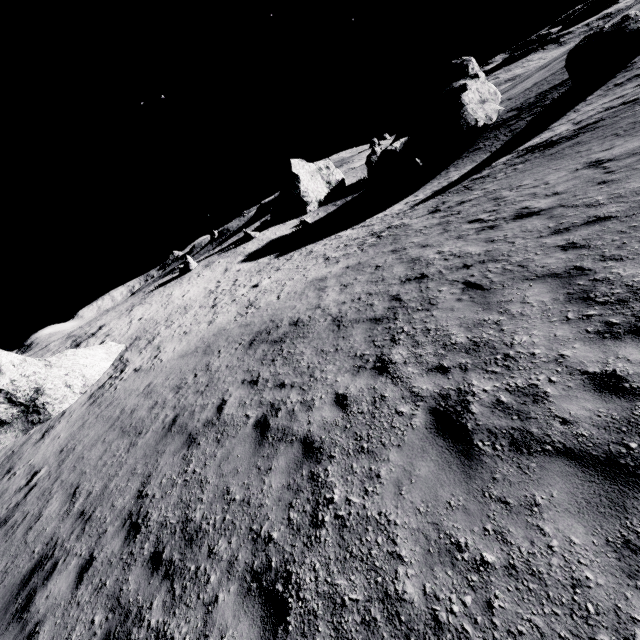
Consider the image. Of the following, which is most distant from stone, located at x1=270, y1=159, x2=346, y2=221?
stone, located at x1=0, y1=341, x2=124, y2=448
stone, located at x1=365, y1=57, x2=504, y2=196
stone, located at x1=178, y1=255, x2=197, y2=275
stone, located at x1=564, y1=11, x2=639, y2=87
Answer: stone, located at x1=0, y1=341, x2=124, y2=448

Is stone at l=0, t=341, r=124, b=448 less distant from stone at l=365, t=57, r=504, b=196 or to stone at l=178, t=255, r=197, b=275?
stone at l=178, t=255, r=197, b=275

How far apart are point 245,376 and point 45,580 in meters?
5.9 m

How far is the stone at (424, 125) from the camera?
31.64m

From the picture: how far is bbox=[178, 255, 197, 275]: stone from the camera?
37.3 meters

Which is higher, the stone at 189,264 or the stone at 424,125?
the stone at 189,264

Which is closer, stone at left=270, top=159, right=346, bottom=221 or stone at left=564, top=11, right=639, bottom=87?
stone at left=564, top=11, right=639, bottom=87

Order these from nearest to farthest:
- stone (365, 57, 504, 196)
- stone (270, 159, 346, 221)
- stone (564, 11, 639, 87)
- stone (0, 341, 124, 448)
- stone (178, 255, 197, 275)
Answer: stone (0, 341, 124, 448)
stone (564, 11, 639, 87)
stone (365, 57, 504, 196)
stone (178, 255, 197, 275)
stone (270, 159, 346, 221)
